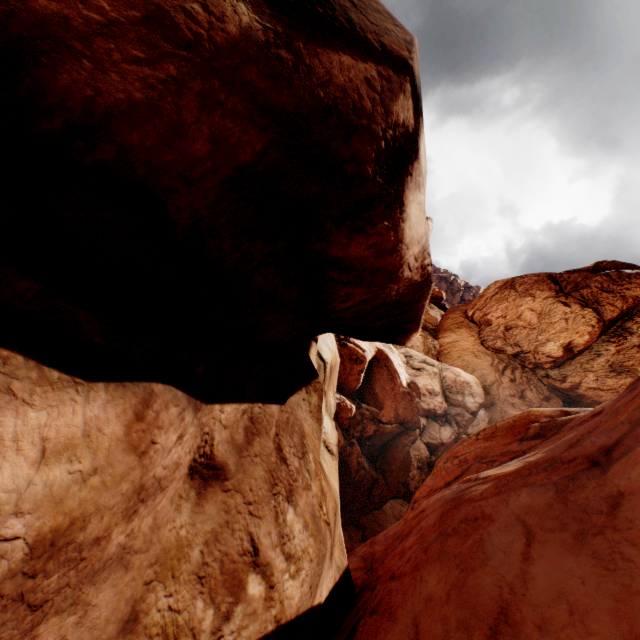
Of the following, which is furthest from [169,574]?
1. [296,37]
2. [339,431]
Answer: [339,431]
